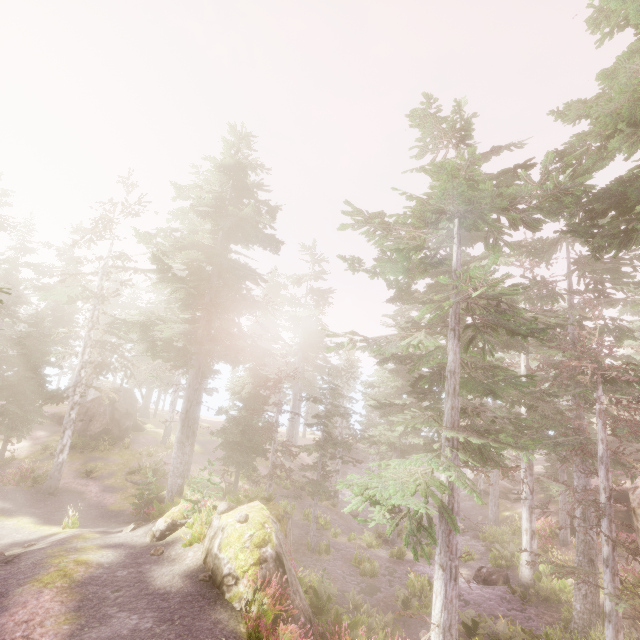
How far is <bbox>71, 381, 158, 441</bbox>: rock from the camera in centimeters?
2722cm

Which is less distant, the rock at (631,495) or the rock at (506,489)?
the rock at (631,495)

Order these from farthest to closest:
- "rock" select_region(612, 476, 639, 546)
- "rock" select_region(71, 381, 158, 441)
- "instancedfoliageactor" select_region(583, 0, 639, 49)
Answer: "rock" select_region(71, 381, 158, 441) → "rock" select_region(612, 476, 639, 546) → "instancedfoliageactor" select_region(583, 0, 639, 49)

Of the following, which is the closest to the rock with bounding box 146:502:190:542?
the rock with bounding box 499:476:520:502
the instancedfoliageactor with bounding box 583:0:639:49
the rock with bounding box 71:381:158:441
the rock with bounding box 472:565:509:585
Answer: the instancedfoliageactor with bounding box 583:0:639:49

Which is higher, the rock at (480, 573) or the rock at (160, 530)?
the rock at (160, 530)

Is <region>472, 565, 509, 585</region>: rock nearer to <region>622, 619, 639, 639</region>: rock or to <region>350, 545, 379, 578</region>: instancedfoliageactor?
<region>350, 545, 379, 578</region>: instancedfoliageactor

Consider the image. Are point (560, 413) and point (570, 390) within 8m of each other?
yes

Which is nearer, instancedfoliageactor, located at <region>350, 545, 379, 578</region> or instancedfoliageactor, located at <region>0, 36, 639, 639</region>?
instancedfoliageactor, located at <region>0, 36, 639, 639</region>
